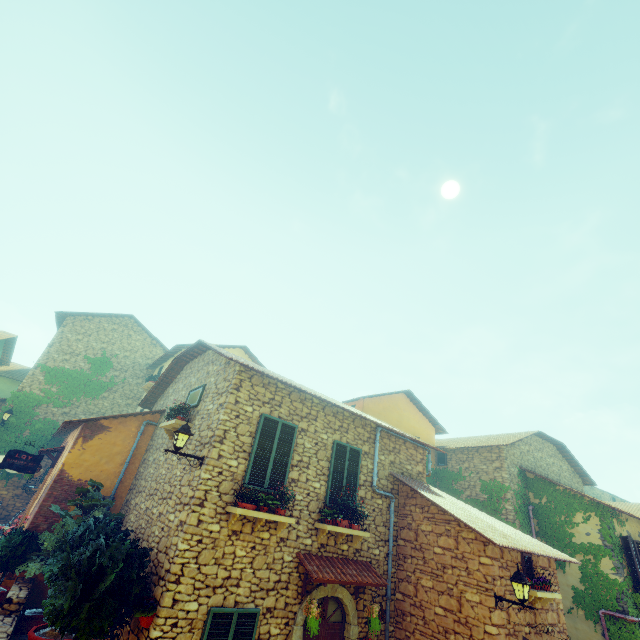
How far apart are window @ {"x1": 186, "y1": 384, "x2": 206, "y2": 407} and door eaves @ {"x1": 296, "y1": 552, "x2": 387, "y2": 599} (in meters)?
4.53

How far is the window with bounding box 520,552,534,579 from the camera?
8.6 meters

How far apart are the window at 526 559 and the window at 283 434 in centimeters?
681cm

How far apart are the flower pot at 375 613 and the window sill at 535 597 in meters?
3.5

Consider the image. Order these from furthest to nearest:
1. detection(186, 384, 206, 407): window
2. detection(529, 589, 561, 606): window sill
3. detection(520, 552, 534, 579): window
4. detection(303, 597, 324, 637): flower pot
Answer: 1. detection(186, 384, 206, 407): window
2. detection(520, 552, 534, 579): window
3. detection(529, 589, 561, 606): window sill
4. detection(303, 597, 324, 637): flower pot

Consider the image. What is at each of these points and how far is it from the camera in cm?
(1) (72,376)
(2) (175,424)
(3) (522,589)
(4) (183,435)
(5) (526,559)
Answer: (1) vines, 1695
(2) window sill, 875
(3) street light, 705
(4) street light, 703
(5) window, 880

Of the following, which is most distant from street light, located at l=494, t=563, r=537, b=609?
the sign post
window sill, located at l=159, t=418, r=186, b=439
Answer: the sign post

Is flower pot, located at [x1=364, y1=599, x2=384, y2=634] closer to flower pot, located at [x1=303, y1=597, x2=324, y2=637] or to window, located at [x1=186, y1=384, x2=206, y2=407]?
flower pot, located at [x1=303, y1=597, x2=324, y2=637]
